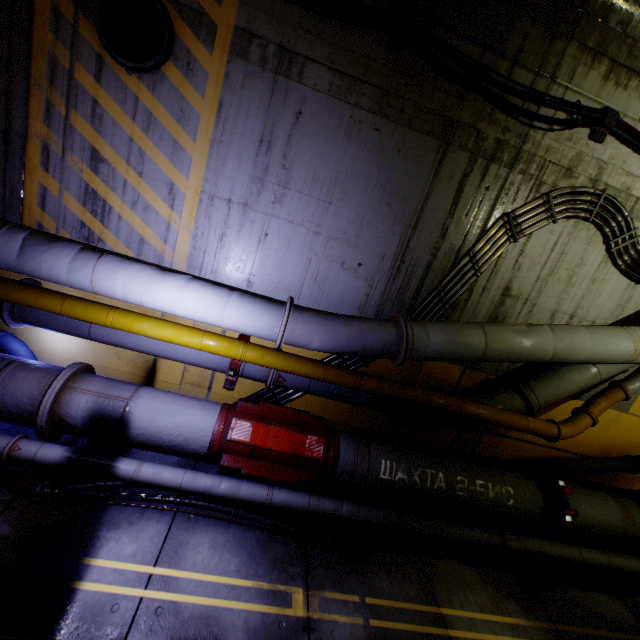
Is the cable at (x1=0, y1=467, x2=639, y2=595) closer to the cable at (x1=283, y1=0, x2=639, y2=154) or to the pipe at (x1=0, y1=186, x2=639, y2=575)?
the pipe at (x1=0, y1=186, x2=639, y2=575)

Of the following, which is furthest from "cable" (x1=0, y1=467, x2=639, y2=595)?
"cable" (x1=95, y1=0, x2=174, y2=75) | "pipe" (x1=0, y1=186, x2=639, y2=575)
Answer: "cable" (x1=95, y1=0, x2=174, y2=75)

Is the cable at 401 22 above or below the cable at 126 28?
above

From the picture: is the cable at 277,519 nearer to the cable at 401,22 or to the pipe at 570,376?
the pipe at 570,376

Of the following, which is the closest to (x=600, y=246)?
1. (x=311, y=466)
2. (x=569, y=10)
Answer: (x=569, y=10)
